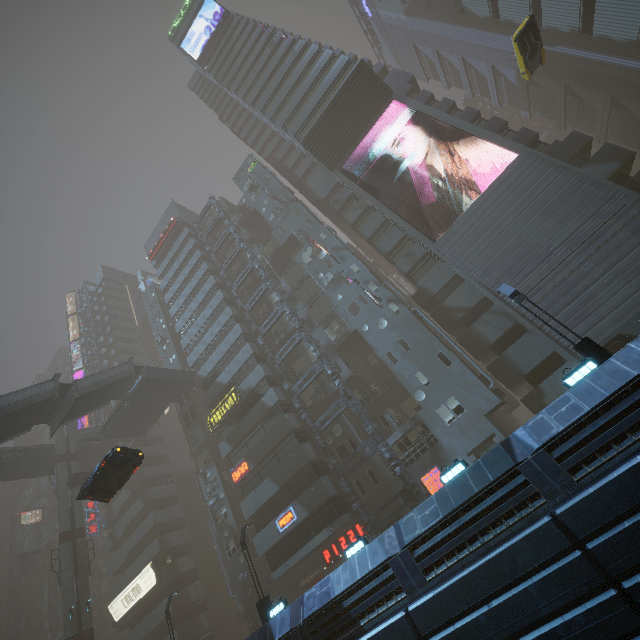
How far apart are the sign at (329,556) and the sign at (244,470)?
8.5m

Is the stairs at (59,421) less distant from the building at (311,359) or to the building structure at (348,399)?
the building at (311,359)

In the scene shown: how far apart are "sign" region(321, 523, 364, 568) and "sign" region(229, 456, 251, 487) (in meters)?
8.47

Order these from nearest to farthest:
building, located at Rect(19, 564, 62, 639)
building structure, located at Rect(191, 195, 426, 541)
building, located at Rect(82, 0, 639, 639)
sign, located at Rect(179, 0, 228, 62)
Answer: building, located at Rect(82, 0, 639, 639)
building structure, located at Rect(191, 195, 426, 541)
sign, located at Rect(179, 0, 228, 62)
building, located at Rect(19, 564, 62, 639)

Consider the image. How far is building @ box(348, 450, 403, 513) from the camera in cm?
2444

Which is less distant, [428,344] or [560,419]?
[560,419]

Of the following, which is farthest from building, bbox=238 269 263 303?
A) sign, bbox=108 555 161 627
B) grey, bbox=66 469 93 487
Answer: grey, bbox=66 469 93 487

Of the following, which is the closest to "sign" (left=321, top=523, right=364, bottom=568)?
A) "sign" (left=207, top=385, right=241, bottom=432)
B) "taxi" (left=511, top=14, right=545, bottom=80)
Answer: "sign" (left=207, top=385, right=241, bottom=432)
